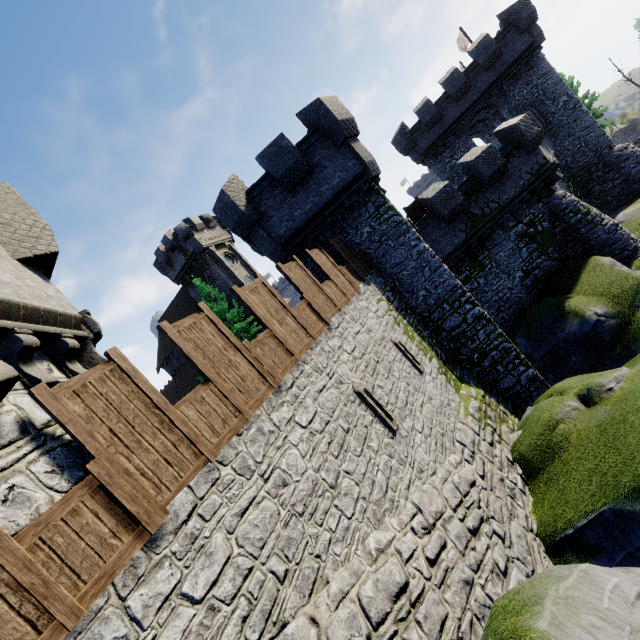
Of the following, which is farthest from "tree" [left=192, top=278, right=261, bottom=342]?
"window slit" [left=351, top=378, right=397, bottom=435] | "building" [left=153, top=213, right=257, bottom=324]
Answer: "window slit" [left=351, top=378, right=397, bottom=435]

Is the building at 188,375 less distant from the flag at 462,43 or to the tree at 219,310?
the tree at 219,310

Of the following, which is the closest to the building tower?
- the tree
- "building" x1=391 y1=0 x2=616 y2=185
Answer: "building" x1=391 y1=0 x2=616 y2=185

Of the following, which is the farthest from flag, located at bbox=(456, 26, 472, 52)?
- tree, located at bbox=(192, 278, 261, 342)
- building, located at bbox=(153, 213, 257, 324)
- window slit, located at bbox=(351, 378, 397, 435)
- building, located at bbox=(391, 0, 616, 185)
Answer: window slit, located at bbox=(351, 378, 397, 435)

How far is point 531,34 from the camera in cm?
2222

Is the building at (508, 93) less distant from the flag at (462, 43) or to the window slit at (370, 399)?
the flag at (462, 43)

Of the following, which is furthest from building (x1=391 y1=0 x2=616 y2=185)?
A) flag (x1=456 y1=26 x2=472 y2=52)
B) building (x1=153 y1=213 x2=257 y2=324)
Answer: building (x1=153 y1=213 x2=257 y2=324)

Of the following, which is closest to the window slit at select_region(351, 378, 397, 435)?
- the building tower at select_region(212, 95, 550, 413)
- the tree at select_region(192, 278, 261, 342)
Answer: the building tower at select_region(212, 95, 550, 413)
